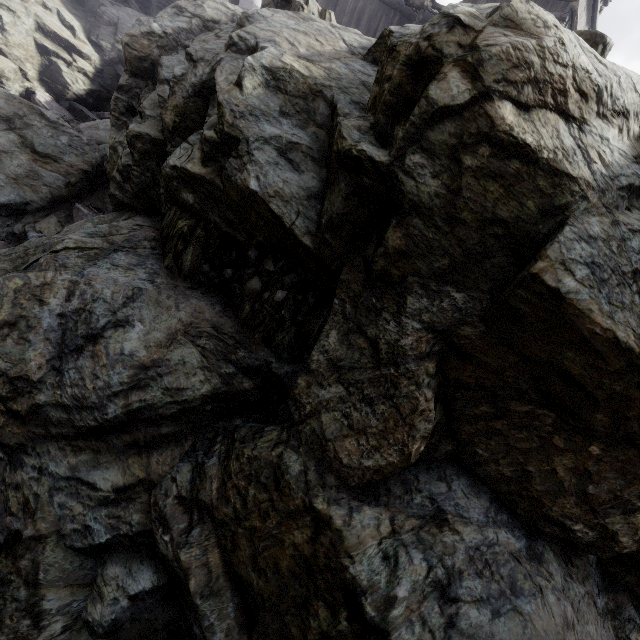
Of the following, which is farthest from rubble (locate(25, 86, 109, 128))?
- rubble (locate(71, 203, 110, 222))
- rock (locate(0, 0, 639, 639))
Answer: rubble (locate(71, 203, 110, 222))

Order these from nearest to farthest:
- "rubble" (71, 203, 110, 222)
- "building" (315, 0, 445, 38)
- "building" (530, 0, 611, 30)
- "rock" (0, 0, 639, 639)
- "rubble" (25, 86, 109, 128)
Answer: "rock" (0, 0, 639, 639) < "rubble" (71, 203, 110, 222) < "building" (530, 0, 611, 30) < "rubble" (25, 86, 109, 128) < "building" (315, 0, 445, 38)

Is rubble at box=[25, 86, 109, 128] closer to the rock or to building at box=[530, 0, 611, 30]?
the rock

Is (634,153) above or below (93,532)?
above

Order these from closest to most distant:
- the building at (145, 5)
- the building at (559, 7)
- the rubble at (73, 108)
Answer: the building at (559, 7) < the rubble at (73, 108) < the building at (145, 5)

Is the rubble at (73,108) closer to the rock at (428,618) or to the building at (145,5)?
the rock at (428,618)

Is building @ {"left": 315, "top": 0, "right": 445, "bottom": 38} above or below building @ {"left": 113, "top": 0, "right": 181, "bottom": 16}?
above

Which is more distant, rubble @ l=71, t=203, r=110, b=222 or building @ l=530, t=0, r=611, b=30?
building @ l=530, t=0, r=611, b=30
